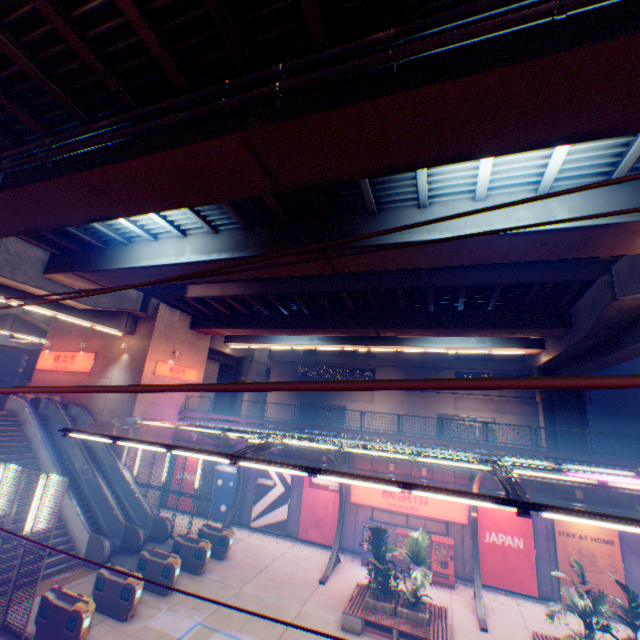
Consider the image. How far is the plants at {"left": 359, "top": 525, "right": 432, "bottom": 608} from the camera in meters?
12.7

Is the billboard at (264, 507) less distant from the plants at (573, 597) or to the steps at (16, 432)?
the steps at (16, 432)

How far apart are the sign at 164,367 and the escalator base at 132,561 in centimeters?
1061cm

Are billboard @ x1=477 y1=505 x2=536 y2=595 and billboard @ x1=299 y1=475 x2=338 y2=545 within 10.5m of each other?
yes

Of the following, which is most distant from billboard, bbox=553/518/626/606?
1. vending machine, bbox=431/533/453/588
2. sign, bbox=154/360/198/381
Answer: sign, bbox=154/360/198/381

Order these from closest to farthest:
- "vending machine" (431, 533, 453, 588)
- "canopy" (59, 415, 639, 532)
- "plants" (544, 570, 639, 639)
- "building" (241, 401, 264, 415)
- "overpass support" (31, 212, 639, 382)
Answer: "canopy" (59, 415, 639, 532) < "plants" (544, 570, 639, 639) < "overpass support" (31, 212, 639, 382) < "vending machine" (431, 533, 453, 588) < "building" (241, 401, 264, 415)

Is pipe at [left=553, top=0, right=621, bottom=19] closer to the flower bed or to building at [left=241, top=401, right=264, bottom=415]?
the flower bed

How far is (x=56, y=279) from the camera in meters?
18.3 m
